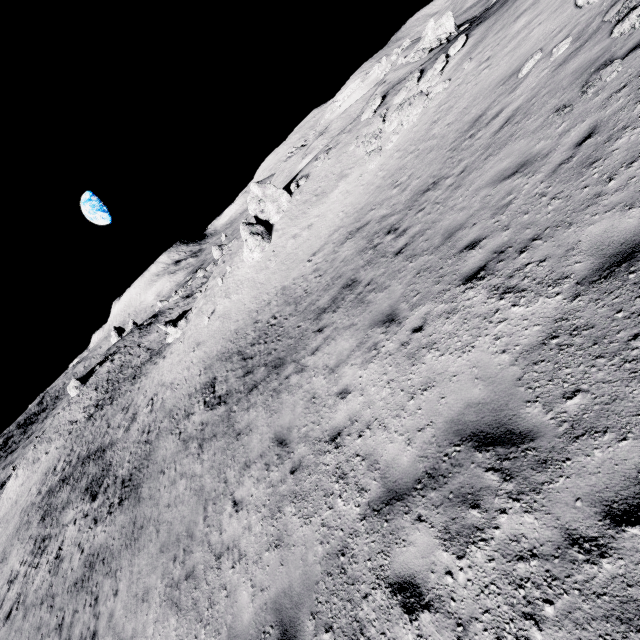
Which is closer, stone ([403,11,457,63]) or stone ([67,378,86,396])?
stone ([403,11,457,63])

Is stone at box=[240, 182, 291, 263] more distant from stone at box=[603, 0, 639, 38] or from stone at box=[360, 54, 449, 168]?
stone at box=[603, 0, 639, 38]

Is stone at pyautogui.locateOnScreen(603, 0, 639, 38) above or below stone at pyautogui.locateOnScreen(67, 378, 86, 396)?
below

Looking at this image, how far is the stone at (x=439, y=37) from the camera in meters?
29.2 m

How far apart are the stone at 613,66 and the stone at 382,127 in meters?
12.7 m

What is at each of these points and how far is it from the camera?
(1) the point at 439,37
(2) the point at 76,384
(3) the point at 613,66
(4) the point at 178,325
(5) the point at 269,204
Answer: (1) stone, 30.3m
(2) stone, 52.0m
(3) stone, 5.7m
(4) stone, 35.9m
(5) stone, 26.1m

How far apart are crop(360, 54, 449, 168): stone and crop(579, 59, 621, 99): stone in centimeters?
1266cm

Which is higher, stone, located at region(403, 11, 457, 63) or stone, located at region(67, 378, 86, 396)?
stone, located at region(403, 11, 457, 63)
